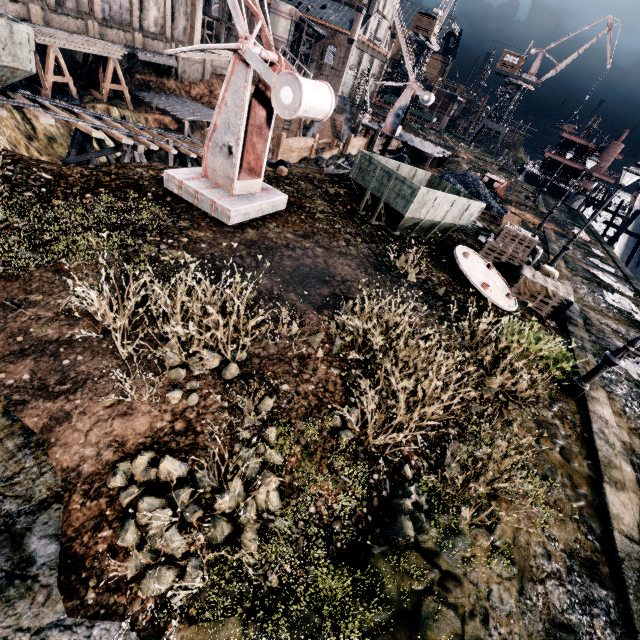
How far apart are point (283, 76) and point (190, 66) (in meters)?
47.87

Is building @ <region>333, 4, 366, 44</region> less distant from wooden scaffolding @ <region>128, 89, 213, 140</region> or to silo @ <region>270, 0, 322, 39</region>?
silo @ <region>270, 0, 322, 39</region>

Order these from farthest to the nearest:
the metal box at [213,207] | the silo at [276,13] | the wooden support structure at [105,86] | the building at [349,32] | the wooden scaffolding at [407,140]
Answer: the silo at [276,13] < the building at [349,32] < the wooden scaffolding at [407,140] < the wooden support structure at [105,86] < the metal box at [213,207]

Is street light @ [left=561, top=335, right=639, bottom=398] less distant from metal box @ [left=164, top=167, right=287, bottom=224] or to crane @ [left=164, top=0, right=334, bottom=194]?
crane @ [left=164, top=0, right=334, bottom=194]

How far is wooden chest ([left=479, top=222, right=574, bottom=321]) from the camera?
12.66m

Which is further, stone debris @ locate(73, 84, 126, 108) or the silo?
the silo

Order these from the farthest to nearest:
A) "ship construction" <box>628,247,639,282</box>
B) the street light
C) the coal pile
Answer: "ship construction" <box>628,247,639,282</box> < the coal pile < the street light

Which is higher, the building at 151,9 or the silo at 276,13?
the silo at 276,13
